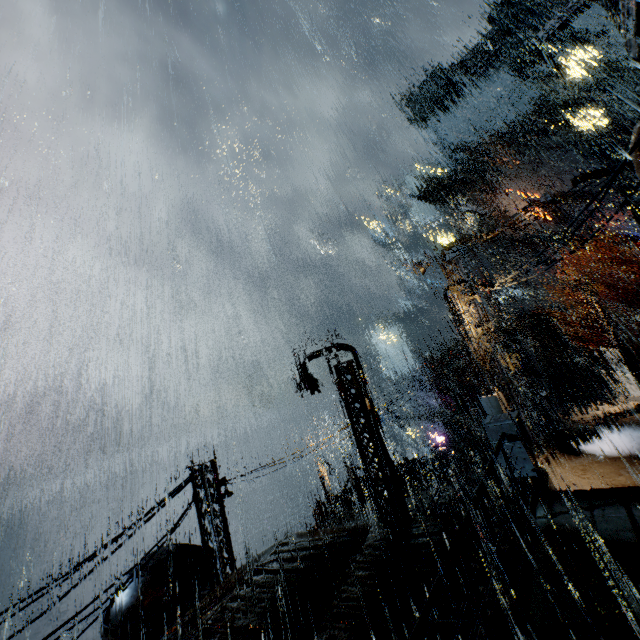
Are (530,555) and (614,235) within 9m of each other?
no

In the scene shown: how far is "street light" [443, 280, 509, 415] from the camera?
12.6m

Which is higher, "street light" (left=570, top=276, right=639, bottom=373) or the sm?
the sm

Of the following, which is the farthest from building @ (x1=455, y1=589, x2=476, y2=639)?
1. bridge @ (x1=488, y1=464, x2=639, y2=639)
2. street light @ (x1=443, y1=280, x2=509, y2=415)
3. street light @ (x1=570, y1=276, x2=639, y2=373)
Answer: street light @ (x1=570, y1=276, x2=639, y2=373)

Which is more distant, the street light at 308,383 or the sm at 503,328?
the sm at 503,328

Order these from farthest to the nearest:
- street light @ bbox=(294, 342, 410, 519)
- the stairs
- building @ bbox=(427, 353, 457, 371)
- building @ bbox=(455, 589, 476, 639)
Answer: building @ bbox=(427, 353, 457, 371) < the stairs < street light @ bbox=(294, 342, 410, 519) < building @ bbox=(455, 589, 476, 639)

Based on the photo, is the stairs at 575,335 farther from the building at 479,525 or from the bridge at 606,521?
the bridge at 606,521

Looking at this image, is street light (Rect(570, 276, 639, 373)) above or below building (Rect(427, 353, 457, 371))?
below
